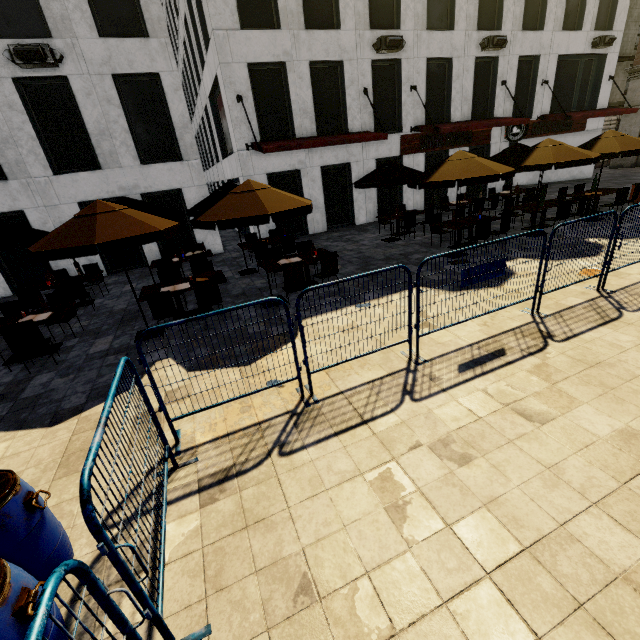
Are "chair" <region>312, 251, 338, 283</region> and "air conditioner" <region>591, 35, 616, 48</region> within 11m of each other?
no

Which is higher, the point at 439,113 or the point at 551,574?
the point at 439,113

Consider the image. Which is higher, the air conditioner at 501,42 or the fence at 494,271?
the air conditioner at 501,42

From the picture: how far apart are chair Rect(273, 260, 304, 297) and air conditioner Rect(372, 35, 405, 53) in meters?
12.4 m

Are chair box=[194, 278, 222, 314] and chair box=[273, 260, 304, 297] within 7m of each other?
yes

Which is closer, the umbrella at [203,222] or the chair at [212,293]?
the umbrella at [203,222]

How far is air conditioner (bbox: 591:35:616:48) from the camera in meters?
18.0

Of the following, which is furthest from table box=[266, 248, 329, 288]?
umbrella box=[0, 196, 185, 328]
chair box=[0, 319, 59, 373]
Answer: chair box=[0, 319, 59, 373]
